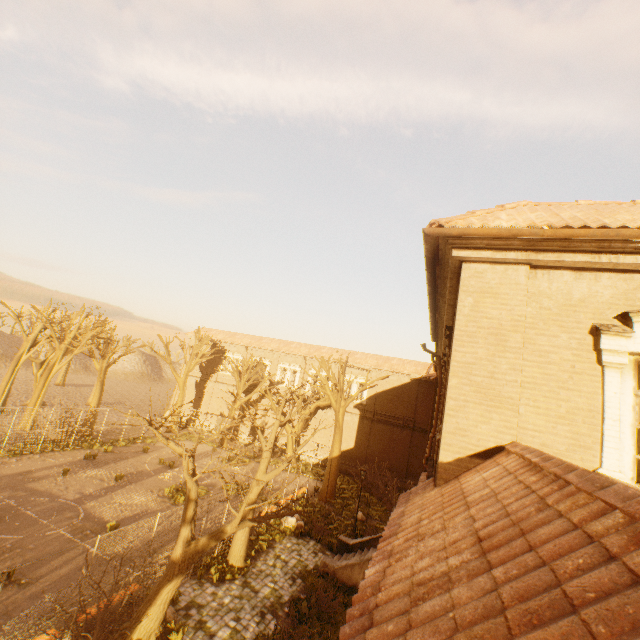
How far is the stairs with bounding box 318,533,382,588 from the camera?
13.20m

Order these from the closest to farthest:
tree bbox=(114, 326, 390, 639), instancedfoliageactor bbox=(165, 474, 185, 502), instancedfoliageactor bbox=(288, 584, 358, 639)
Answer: tree bbox=(114, 326, 390, 639)
instancedfoliageactor bbox=(288, 584, 358, 639)
instancedfoliageactor bbox=(165, 474, 185, 502)

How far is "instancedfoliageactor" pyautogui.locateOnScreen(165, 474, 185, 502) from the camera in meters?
18.2 m

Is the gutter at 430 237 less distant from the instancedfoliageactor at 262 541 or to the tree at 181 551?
the tree at 181 551

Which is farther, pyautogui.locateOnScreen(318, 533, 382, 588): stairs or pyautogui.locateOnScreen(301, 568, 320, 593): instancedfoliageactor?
pyautogui.locateOnScreen(318, 533, 382, 588): stairs

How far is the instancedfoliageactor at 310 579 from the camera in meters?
12.6 m

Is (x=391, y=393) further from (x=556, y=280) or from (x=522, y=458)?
(x=522, y=458)
